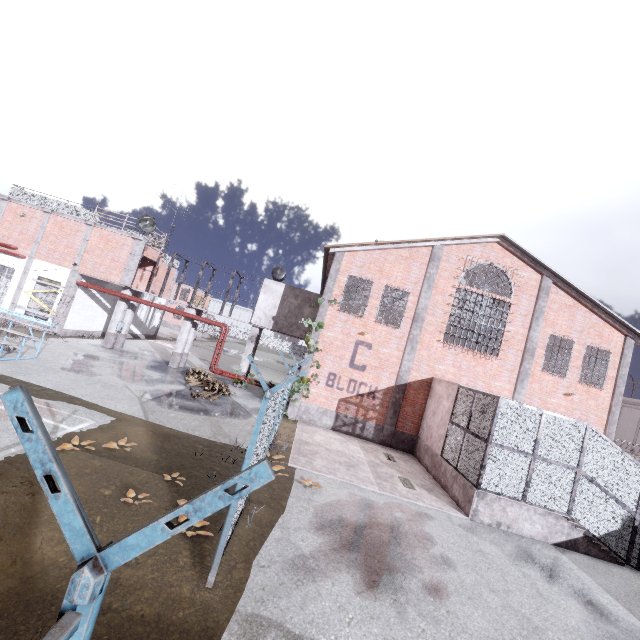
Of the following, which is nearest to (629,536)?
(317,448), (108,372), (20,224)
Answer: (317,448)

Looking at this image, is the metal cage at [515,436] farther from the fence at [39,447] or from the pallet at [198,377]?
the pallet at [198,377]

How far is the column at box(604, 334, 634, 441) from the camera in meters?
16.4 m

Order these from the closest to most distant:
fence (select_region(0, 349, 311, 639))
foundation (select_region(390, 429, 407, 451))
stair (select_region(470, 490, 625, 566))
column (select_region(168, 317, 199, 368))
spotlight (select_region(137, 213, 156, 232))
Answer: Answer: fence (select_region(0, 349, 311, 639)) → stair (select_region(470, 490, 625, 566)) → foundation (select_region(390, 429, 407, 451)) → spotlight (select_region(137, 213, 156, 232)) → column (select_region(168, 317, 199, 368))

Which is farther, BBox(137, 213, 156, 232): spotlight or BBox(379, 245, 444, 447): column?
BBox(137, 213, 156, 232): spotlight

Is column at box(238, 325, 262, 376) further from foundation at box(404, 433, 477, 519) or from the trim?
foundation at box(404, 433, 477, 519)

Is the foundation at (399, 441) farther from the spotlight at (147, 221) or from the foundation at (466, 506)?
the spotlight at (147, 221)

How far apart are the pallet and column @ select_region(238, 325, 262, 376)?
1.62m
